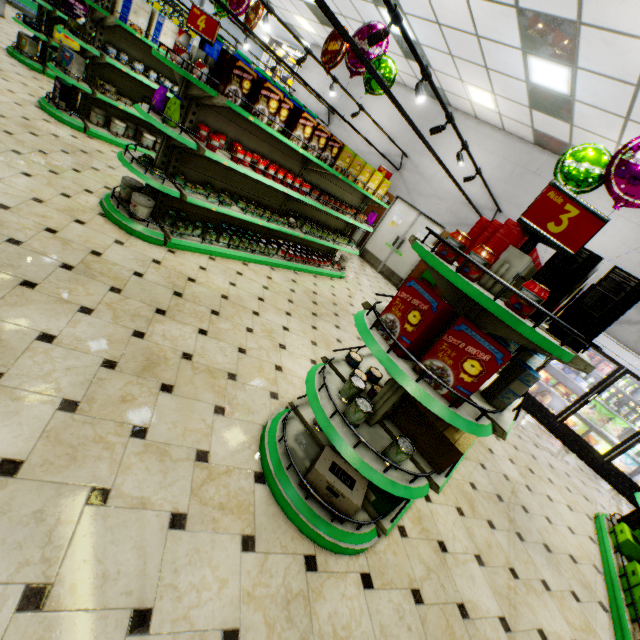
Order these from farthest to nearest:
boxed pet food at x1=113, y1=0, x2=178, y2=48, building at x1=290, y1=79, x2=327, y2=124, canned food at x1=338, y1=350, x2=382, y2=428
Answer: building at x1=290, y1=79, x2=327, y2=124
boxed pet food at x1=113, y1=0, x2=178, y2=48
canned food at x1=338, y1=350, x2=382, y2=428

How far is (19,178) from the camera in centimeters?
365cm

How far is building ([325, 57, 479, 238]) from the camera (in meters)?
9.21

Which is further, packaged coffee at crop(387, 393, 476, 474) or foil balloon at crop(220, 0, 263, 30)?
foil balloon at crop(220, 0, 263, 30)

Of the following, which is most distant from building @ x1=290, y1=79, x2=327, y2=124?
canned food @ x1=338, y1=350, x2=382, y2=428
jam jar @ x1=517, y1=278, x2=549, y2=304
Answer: jam jar @ x1=517, y1=278, x2=549, y2=304

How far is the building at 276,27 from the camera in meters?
12.7

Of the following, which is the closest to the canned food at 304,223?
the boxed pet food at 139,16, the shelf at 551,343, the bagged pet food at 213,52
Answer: the bagged pet food at 213,52

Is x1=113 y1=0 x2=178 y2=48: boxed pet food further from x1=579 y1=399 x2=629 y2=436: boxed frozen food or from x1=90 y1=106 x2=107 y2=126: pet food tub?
x1=579 y1=399 x2=629 y2=436: boxed frozen food
